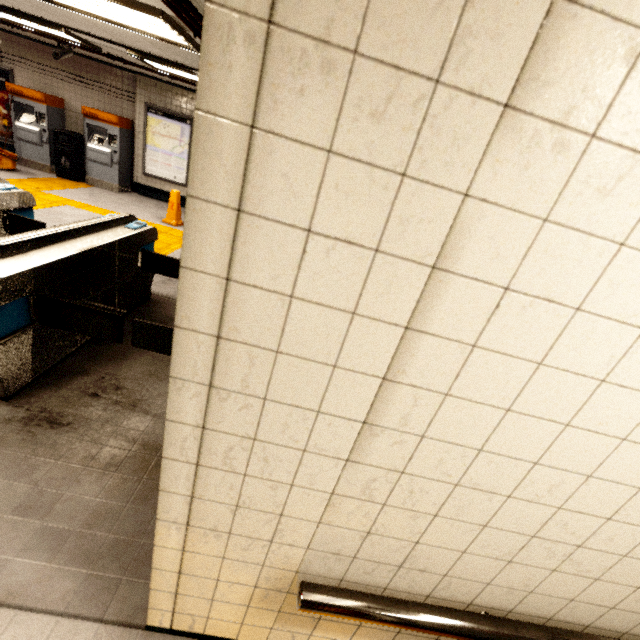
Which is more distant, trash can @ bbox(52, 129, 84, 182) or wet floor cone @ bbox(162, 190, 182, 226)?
trash can @ bbox(52, 129, 84, 182)

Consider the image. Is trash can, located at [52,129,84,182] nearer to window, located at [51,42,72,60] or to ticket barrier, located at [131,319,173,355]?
window, located at [51,42,72,60]

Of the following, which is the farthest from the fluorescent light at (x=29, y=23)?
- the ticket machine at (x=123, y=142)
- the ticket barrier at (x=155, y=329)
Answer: the ticket barrier at (x=155, y=329)

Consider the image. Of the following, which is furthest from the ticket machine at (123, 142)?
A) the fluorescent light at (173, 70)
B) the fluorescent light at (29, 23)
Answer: the fluorescent light at (173, 70)

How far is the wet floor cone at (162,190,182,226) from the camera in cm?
744

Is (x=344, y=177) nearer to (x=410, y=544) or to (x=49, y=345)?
(x=410, y=544)

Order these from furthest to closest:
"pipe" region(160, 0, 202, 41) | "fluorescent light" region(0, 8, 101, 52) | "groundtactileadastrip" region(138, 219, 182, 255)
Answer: "groundtactileadastrip" region(138, 219, 182, 255), "fluorescent light" region(0, 8, 101, 52), "pipe" region(160, 0, 202, 41)

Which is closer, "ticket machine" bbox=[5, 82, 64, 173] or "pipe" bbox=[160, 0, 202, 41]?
"pipe" bbox=[160, 0, 202, 41]
